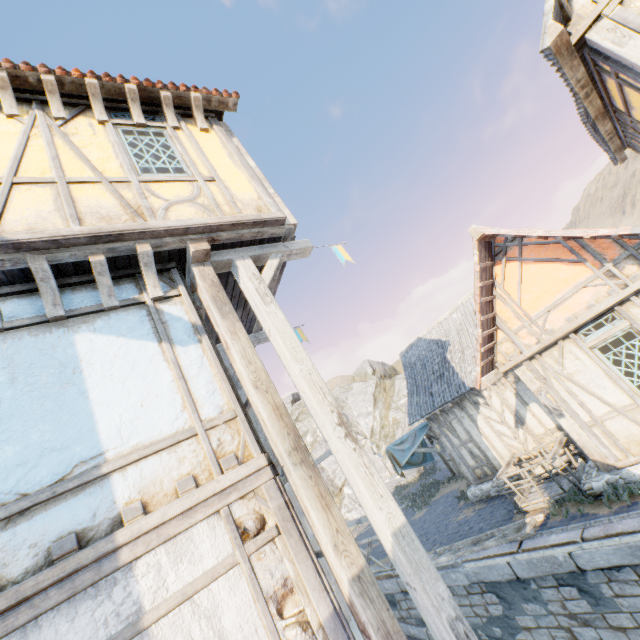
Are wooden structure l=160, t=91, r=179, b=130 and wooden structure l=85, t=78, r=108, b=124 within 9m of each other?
yes

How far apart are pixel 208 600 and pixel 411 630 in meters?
10.7 m

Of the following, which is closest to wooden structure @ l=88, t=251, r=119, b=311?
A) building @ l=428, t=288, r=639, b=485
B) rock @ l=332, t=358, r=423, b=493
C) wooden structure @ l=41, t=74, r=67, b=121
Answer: wooden structure @ l=41, t=74, r=67, b=121

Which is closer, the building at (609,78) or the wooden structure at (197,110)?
the building at (609,78)

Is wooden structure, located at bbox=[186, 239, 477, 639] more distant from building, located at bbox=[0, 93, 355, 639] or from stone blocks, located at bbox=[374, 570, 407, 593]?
stone blocks, located at bbox=[374, 570, 407, 593]

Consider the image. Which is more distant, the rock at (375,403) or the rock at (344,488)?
the rock at (375,403)

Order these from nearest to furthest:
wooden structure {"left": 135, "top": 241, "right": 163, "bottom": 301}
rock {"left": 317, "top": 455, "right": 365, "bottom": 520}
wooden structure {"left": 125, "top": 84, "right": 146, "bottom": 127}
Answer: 1. wooden structure {"left": 135, "top": 241, "right": 163, "bottom": 301}
2. wooden structure {"left": 125, "top": 84, "right": 146, "bottom": 127}
3. rock {"left": 317, "top": 455, "right": 365, "bottom": 520}

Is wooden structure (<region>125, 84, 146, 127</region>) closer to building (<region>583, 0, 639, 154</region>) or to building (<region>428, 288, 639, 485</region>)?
building (<region>583, 0, 639, 154</region>)
